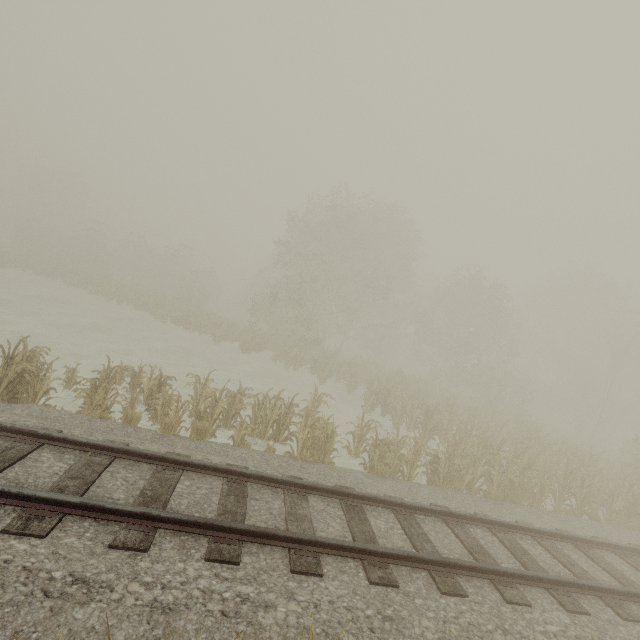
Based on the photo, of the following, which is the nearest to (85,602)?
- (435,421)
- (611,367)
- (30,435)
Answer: (30,435)
